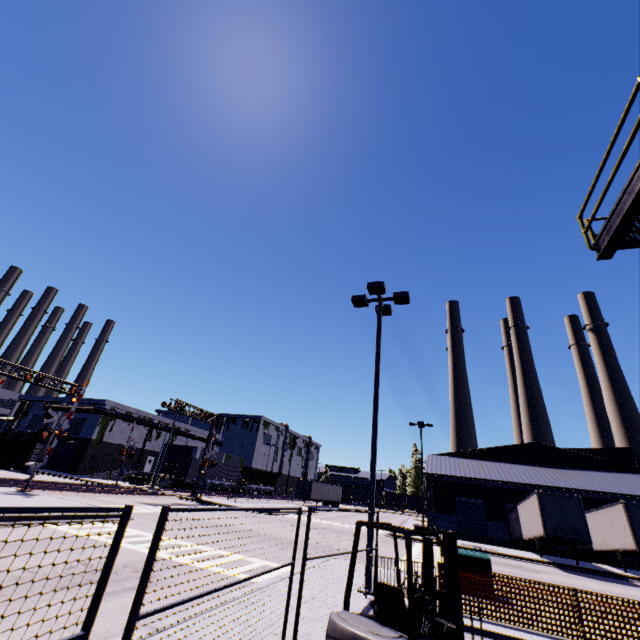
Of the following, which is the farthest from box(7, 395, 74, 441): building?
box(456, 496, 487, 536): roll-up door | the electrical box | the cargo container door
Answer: the electrical box

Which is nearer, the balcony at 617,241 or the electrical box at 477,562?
the balcony at 617,241

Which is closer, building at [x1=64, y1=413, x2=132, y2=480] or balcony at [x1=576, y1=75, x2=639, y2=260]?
balcony at [x1=576, y1=75, x2=639, y2=260]

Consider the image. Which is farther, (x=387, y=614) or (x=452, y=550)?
(x=452, y=550)

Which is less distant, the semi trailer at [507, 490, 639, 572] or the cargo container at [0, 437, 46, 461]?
the semi trailer at [507, 490, 639, 572]

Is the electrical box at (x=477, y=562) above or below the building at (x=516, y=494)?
below

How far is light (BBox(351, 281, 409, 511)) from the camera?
10.5 meters

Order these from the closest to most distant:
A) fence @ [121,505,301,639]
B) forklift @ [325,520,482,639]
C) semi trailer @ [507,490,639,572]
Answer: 1. fence @ [121,505,301,639]
2. forklift @ [325,520,482,639]
3. semi trailer @ [507,490,639,572]
